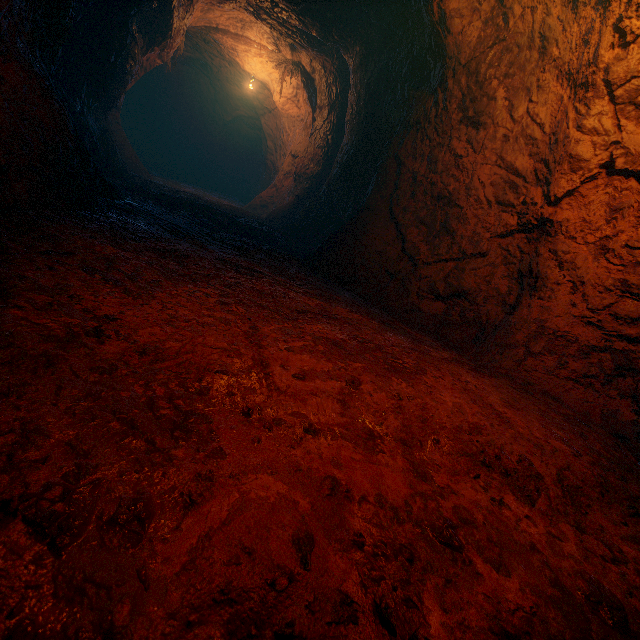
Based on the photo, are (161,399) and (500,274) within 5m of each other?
yes
